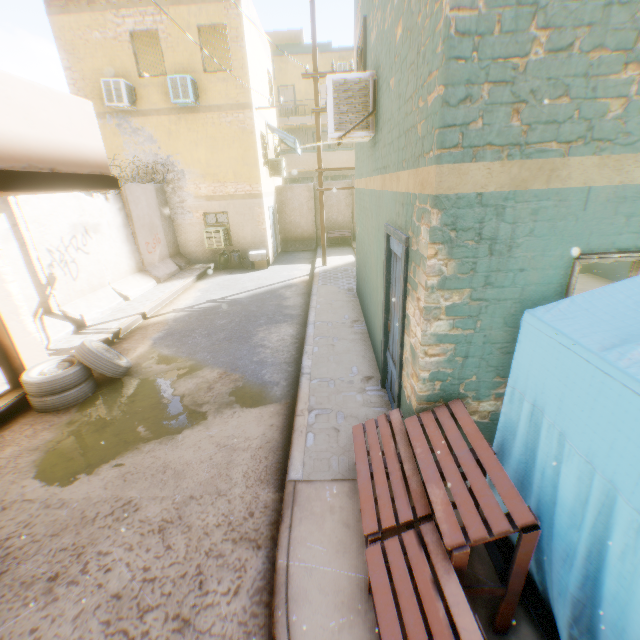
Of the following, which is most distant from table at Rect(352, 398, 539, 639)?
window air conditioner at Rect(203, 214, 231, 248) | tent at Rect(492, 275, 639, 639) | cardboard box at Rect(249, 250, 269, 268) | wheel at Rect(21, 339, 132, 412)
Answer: window air conditioner at Rect(203, 214, 231, 248)

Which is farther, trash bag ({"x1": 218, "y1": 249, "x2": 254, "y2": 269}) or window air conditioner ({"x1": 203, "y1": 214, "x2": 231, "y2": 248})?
trash bag ({"x1": 218, "y1": 249, "x2": 254, "y2": 269})

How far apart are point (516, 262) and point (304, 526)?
3.08m

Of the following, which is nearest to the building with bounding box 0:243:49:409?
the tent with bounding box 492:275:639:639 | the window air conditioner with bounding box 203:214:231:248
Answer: the tent with bounding box 492:275:639:639

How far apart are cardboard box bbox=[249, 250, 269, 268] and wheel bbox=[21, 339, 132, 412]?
8.20m

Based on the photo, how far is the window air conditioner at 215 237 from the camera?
13.5 meters

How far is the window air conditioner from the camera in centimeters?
1355cm

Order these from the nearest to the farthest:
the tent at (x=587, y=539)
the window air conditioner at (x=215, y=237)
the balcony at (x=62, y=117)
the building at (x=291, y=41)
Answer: the tent at (x=587, y=539), the balcony at (x=62, y=117), the building at (x=291, y=41), the window air conditioner at (x=215, y=237)
